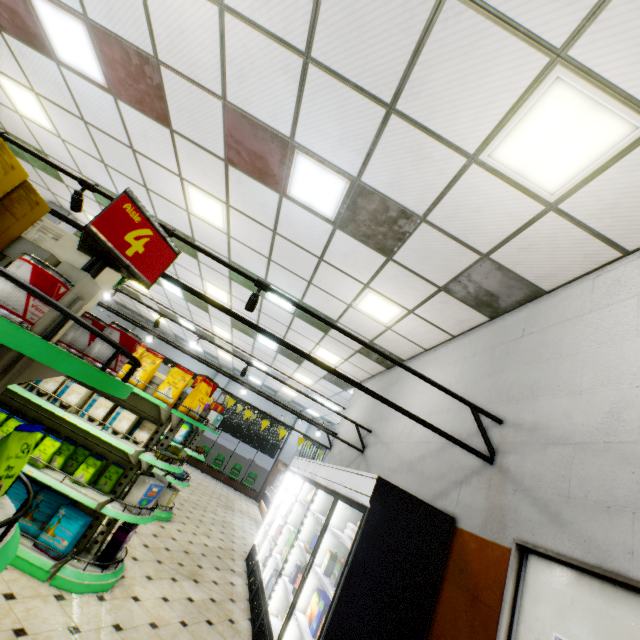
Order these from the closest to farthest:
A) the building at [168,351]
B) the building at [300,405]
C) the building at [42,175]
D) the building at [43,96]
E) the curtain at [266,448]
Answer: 1. the building at [43,96]
2. the building at [42,175]
3. the building at [300,405]
4. the curtain at [266,448]
5. the building at [168,351]

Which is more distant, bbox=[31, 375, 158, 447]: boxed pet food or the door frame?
bbox=[31, 375, 158, 447]: boxed pet food

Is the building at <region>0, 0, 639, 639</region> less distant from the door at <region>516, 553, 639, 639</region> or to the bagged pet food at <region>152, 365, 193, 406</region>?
the door at <region>516, 553, 639, 639</region>

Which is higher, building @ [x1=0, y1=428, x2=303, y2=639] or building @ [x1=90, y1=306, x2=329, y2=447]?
building @ [x1=90, y1=306, x2=329, y2=447]

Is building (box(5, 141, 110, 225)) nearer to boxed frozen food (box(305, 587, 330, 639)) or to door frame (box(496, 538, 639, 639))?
door frame (box(496, 538, 639, 639))

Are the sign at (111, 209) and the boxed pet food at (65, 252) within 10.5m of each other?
yes

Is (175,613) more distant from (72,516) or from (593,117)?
(593,117)

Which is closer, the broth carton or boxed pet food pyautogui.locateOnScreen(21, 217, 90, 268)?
boxed pet food pyautogui.locateOnScreen(21, 217, 90, 268)
